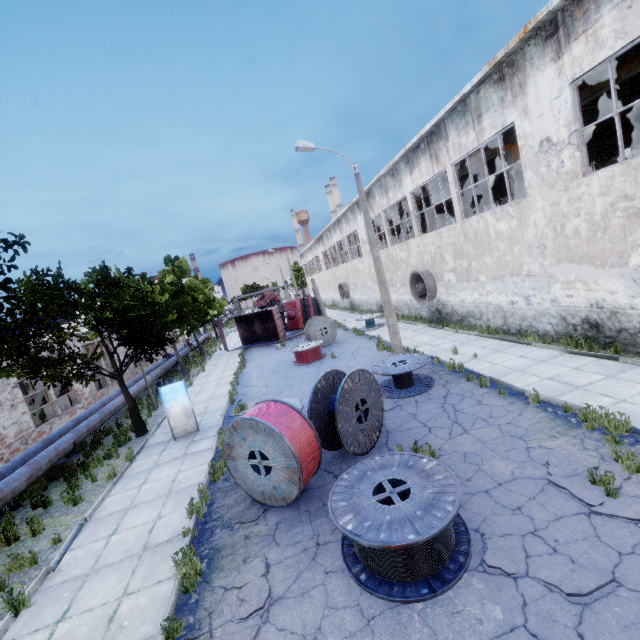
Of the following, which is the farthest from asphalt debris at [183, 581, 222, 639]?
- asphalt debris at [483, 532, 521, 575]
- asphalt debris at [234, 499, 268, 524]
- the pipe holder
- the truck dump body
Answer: the truck dump body

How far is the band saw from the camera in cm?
1577

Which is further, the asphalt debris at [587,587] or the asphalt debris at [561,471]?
the asphalt debris at [561,471]

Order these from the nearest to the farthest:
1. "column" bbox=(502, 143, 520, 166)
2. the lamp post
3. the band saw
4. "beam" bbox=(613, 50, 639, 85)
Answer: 1. "beam" bbox=(613, 50, 639, 85)
2. the lamp post
3. "column" bbox=(502, 143, 520, 166)
4. the band saw

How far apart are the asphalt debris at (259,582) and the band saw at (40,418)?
15.79m

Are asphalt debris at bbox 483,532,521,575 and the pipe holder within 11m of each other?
no

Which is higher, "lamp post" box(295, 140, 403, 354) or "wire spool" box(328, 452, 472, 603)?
"lamp post" box(295, 140, 403, 354)

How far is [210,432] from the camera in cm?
1195
